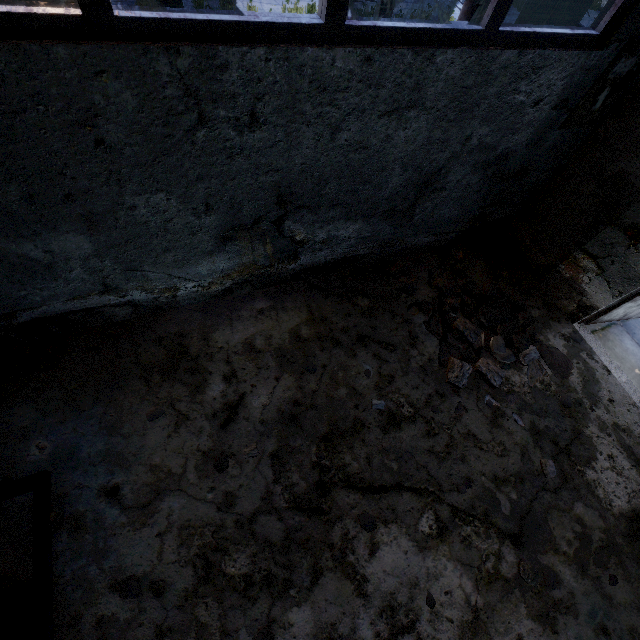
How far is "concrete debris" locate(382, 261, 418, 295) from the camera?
4.48m

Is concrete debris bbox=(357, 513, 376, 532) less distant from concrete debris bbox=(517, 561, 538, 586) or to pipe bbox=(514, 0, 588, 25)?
concrete debris bbox=(517, 561, 538, 586)

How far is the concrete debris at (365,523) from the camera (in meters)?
3.04

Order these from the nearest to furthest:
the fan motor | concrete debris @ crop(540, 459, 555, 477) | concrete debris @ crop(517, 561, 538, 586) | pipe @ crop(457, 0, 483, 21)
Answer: the fan motor, concrete debris @ crop(517, 561, 538, 586), concrete debris @ crop(540, 459, 555, 477), pipe @ crop(457, 0, 483, 21)

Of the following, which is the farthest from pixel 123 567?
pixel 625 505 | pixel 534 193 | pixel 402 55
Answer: pixel 534 193

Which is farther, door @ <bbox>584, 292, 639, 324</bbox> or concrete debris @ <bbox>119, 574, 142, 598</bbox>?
door @ <bbox>584, 292, 639, 324</bbox>

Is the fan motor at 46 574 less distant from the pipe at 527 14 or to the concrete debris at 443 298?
the pipe at 527 14

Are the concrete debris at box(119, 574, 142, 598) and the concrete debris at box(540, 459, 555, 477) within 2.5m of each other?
no
